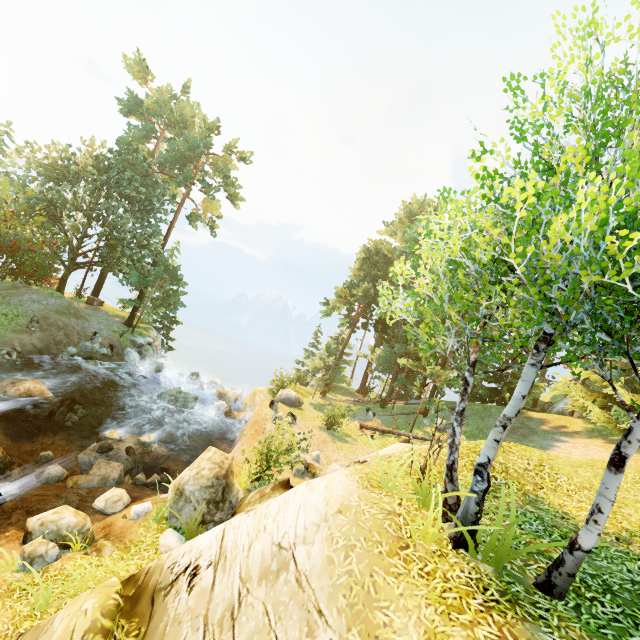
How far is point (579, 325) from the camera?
6.0 meters

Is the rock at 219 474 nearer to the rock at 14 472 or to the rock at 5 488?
the rock at 5 488

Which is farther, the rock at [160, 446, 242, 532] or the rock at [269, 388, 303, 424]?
the rock at [269, 388, 303, 424]

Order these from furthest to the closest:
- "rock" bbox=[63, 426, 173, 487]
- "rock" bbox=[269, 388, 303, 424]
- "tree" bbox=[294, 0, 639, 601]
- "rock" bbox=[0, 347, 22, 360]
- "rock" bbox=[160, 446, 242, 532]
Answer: "rock" bbox=[269, 388, 303, 424] → "rock" bbox=[0, 347, 22, 360] → "rock" bbox=[63, 426, 173, 487] → "rock" bbox=[160, 446, 242, 532] → "tree" bbox=[294, 0, 639, 601]

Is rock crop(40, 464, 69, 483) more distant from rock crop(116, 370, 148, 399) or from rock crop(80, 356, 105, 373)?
rock crop(80, 356, 105, 373)

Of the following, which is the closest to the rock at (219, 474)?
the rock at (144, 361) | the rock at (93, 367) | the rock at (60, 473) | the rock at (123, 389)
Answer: the rock at (60, 473)

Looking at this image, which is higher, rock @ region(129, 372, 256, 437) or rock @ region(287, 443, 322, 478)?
rock @ region(287, 443, 322, 478)

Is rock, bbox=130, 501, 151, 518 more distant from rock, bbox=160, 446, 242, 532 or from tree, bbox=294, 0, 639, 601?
tree, bbox=294, 0, 639, 601
